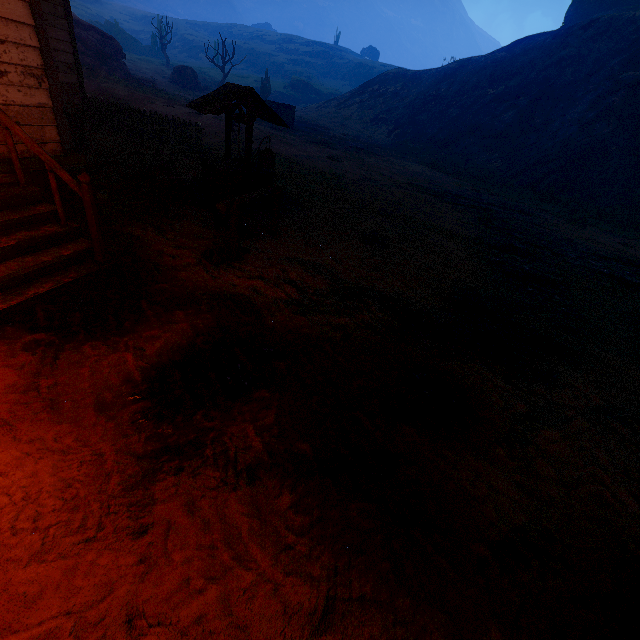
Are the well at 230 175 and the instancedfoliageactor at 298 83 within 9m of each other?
no

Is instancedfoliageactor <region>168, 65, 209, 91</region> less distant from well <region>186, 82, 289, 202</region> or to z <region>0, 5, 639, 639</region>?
z <region>0, 5, 639, 639</region>

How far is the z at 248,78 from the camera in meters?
54.6 m

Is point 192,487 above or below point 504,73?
below

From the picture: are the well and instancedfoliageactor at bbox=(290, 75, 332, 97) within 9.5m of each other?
no

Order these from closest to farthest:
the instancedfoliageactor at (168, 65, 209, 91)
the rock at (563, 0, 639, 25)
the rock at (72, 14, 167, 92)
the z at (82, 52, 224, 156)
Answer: the z at (82, 52, 224, 156) → the rock at (72, 14, 167, 92) → the rock at (563, 0, 639, 25) → the instancedfoliageactor at (168, 65, 209, 91)

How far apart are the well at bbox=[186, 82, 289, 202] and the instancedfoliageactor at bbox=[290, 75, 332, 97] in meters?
62.6

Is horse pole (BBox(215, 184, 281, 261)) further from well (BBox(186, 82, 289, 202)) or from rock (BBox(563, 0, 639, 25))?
rock (BBox(563, 0, 639, 25))
